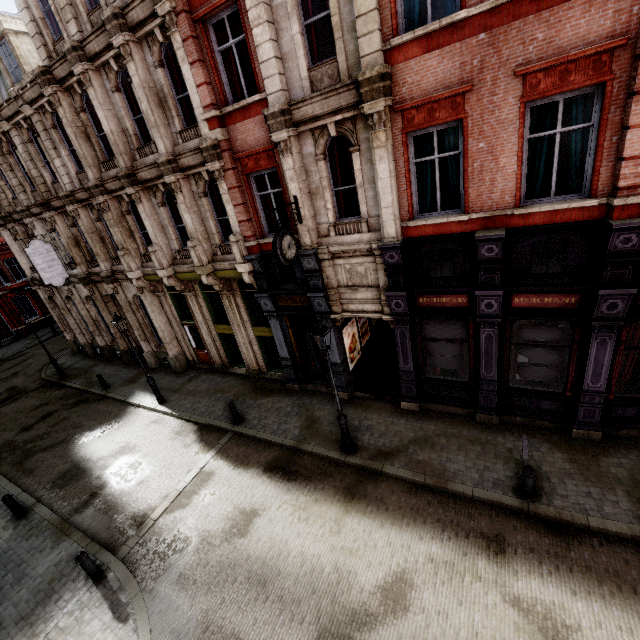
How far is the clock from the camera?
9.0m

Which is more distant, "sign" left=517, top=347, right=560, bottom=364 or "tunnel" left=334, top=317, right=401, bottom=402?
"tunnel" left=334, top=317, right=401, bottom=402

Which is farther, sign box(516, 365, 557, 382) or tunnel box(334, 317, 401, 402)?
tunnel box(334, 317, 401, 402)

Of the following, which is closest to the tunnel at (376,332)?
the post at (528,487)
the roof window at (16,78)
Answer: the post at (528,487)

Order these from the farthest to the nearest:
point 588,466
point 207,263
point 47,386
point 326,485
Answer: point 47,386 → point 207,263 → point 326,485 → point 588,466

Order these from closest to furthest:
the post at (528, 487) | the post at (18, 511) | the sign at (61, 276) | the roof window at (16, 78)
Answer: the post at (528, 487) < the post at (18, 511) < the roof window at (16, 78) < the sign at (61, 276)

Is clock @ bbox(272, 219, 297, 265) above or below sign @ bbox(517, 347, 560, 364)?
above

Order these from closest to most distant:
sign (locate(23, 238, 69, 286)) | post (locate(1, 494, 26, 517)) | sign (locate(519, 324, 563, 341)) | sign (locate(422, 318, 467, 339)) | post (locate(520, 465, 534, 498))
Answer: post (locate(520, 465, 534, 498))
sign (locate(519, 324, 563, 341))
sign (locate(422, 318, 467, 339))
post (locate(1, 494, 26, 517))
sign (locate(23, 238, 69, 286))
